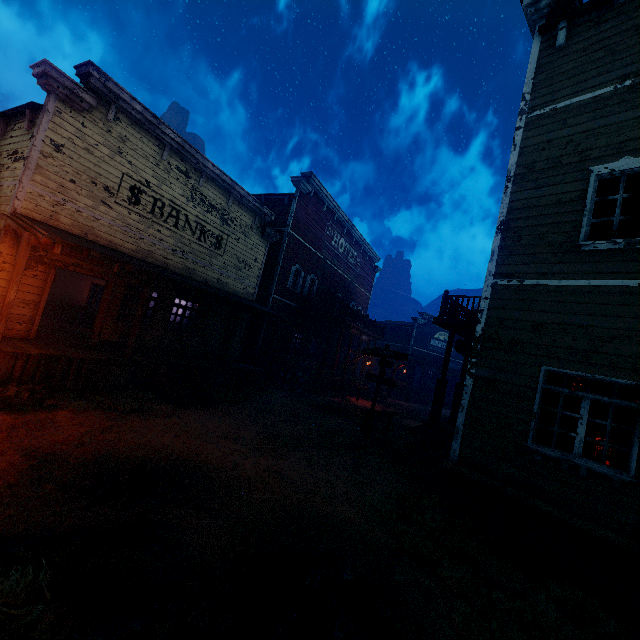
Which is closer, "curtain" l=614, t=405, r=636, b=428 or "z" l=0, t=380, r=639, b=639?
"z" l=0, t=380, r=639, b=639

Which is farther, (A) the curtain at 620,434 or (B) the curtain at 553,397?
(B) the curtain at 553,397

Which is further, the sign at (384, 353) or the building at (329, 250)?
the sign at (384, 353)

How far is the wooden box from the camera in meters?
17.8

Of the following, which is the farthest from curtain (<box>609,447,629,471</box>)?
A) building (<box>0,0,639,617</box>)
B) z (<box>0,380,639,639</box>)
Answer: z (<box>0,380,639,639</box>)

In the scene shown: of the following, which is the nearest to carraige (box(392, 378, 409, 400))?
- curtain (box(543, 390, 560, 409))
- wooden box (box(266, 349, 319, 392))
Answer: wooden box (box(266, 349, 319, 392))

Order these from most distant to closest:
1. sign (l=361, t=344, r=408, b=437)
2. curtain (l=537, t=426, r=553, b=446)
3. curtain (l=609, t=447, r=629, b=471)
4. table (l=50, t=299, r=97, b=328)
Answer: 1. table (l=50, t=299, r=97, b=328)
2. sign (l=361, t=344, r=408, b=437)
3. curtain (l=537, t=426, r=553, b=446)
4. curtain (l=609, t=447, r=629, b=471)

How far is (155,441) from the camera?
6.7 meters
